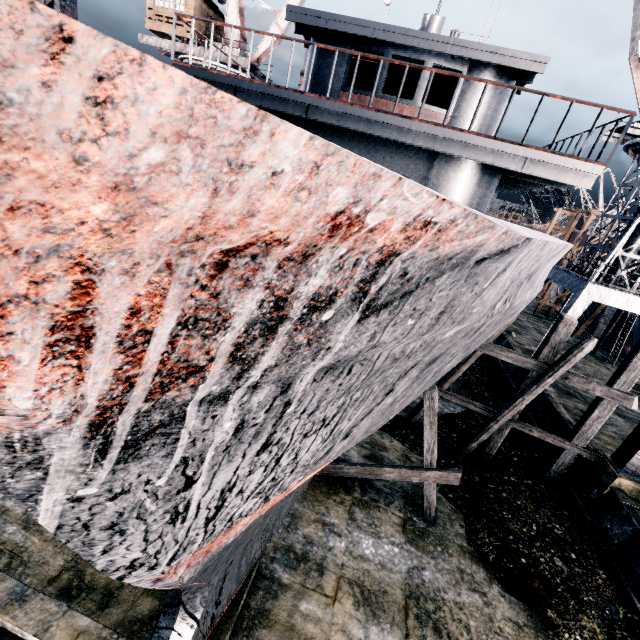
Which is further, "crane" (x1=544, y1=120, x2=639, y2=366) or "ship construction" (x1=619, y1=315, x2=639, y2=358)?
"ship construction" (x1=619, y1=315, x2=639, y2=358)

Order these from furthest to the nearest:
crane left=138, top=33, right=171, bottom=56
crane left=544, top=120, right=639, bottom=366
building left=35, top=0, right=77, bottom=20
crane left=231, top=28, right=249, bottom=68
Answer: crane left=138, top=33, right=171, bottom=56 → crane left=231, top=28, right=249, bottom=68 → crane left=544, top=120, right=639, bottom=366 → building left=35, top=0, right=77, bottom=20

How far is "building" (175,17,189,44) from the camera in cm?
2702

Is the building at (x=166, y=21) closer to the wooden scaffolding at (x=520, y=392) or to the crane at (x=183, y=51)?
the crane at (x=183, y=51)

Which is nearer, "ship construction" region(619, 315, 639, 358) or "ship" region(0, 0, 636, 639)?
"ship" region(0, 0, 636, 639)

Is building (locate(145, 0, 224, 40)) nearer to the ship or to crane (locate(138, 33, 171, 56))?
crane (locate(138, 33, 171, 56))

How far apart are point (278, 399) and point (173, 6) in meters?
38.1

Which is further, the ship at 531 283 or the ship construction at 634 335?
the ship construction at 634 335
